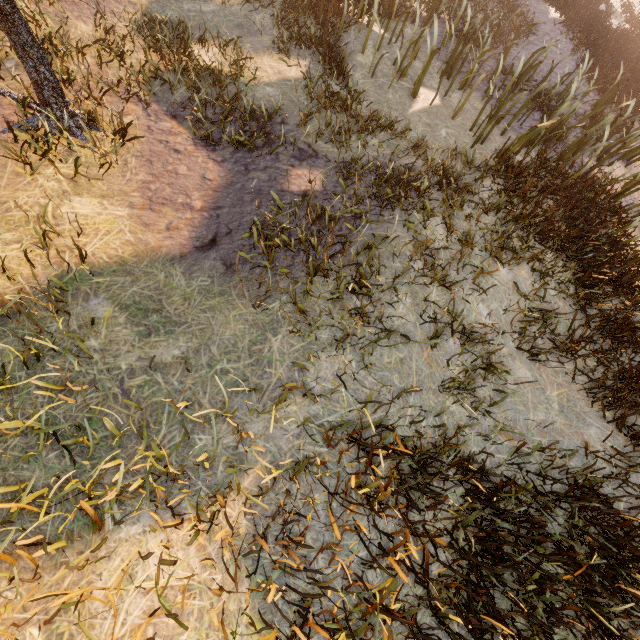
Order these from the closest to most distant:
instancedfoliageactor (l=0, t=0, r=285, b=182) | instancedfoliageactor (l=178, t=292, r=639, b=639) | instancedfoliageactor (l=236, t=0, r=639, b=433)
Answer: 1. instancedfoliageactor (l=178, t=292, r=639, b=639)
2. instancedfoliageactor (l=0, t=0, r=285, b=182)
3. instancedfoliageactor (l=236, t=0, r=639, b=433)

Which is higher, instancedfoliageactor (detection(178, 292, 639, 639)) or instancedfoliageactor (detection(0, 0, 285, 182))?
instancedfoliageactor (detection(0, 0, 285, 182))

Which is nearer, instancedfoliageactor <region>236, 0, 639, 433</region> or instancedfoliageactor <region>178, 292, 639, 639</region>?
instancedfoliageactor <region>178, 292, 639, 639</region>

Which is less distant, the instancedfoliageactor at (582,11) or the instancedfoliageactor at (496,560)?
the instancedfoliageactor at (496,560)

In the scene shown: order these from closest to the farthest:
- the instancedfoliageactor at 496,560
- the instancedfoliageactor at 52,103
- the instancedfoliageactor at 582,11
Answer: the instancedfoliageactor at 496,560, the instancedfoliageactor at 52,103, the instancedfoliageactor at 582,11

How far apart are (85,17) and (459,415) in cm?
846
